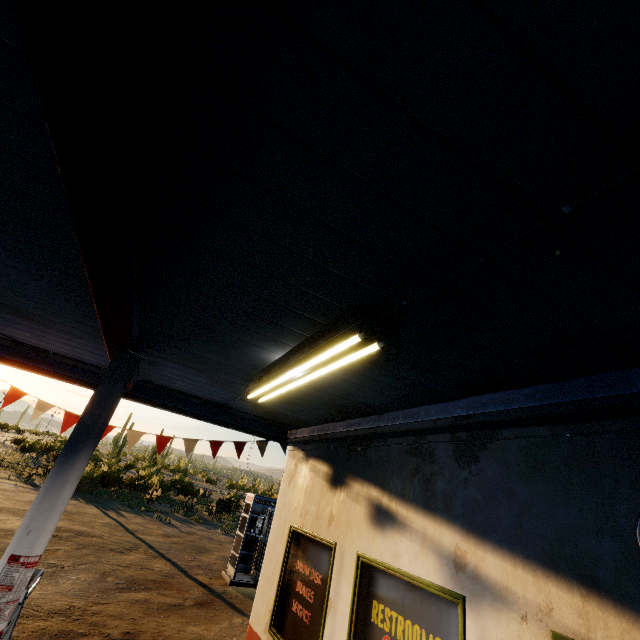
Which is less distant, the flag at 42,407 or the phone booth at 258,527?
the flag at 42,407

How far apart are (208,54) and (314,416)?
5.36m

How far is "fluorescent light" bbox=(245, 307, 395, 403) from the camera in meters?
2.4 m

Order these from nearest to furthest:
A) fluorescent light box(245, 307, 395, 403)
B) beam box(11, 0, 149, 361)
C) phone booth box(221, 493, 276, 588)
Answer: beam box(11, 0, 149, 361) < fluorescent light box(245, 307, 395, 403) < phone booth box(221, 493, 276, 588)

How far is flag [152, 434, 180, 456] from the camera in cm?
614

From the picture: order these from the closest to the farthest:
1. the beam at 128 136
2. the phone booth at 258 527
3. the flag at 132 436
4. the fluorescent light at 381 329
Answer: the beam at 128 136, the fluorescent light at 381 329, the flag at 132 436, the phone booth at 258 527

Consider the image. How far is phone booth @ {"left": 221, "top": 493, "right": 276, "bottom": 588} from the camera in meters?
11.1 m

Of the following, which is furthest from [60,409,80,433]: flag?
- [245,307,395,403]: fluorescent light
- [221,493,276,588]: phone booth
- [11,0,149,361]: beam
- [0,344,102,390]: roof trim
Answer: [221,493,276,588]: phone booth
